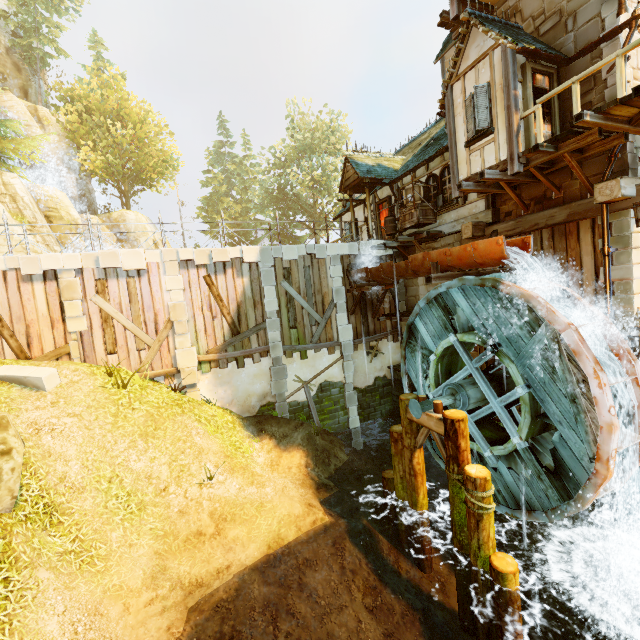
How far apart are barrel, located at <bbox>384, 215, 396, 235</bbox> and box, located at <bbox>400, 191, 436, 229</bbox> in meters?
1.0 m

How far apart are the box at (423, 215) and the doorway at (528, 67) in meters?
4.4

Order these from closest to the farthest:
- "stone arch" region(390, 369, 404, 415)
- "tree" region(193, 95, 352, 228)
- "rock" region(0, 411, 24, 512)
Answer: "rock" region(0, 411, 24, 512), "stone arch" region(390, 369, 404, 415), "tree" region(193, 95, 352, 228)

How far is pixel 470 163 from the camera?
9.60m

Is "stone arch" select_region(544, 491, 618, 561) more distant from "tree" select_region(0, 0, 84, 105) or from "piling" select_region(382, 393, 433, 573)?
"tree" select_region(0, 0, 84, 105)

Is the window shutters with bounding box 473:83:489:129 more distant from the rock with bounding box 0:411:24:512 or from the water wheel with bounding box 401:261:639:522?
the rock with bounding box 0:411:24:512

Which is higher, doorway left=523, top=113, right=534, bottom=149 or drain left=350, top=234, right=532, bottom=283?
doorway left=523, top=113, right=534, bottom=149

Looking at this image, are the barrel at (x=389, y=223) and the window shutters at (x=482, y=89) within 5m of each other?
no
